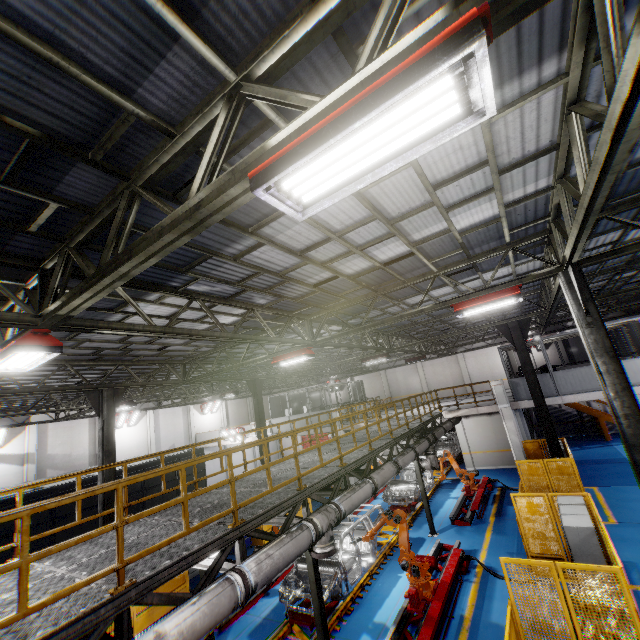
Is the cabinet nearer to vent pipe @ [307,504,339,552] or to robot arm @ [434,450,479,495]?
vent pipe @ [307,504,339,552]

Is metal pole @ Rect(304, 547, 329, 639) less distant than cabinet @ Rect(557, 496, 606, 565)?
Yes

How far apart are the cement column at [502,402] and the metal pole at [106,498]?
17.7m

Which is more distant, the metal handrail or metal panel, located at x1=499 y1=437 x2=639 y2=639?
metal panel, located at x1=499 y1=437 x2=639 y2=639

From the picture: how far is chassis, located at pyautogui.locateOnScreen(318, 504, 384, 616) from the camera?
9.3m

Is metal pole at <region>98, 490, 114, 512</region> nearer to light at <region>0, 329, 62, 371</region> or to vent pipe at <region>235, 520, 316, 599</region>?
light at <region>0, 329, 62, 371</region>

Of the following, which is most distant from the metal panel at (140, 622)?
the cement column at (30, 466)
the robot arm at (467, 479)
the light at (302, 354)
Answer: Result: the cement column at (30, 466)

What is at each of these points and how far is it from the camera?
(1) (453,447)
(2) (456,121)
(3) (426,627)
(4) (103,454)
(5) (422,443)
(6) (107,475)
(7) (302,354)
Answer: (1) chassis, 24.9 meters
(2) light, 2.1 meters
(3) metal platform, 7.5 meters
(4) metal pole, 11.7 meters
(5) vent pipe, 13.5 meters
(6) metal pole, 11.6 meters
(7) light, 11.3 meters
